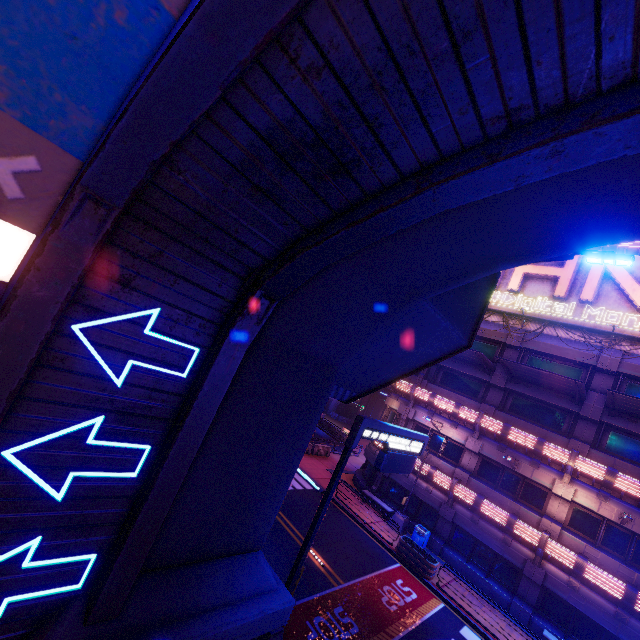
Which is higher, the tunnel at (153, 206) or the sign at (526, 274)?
the sign at (526, 274)

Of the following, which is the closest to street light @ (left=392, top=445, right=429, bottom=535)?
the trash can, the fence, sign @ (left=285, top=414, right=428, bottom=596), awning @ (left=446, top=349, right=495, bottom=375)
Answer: → the trash can

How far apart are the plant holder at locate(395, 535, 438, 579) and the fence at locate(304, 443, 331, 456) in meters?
11.5

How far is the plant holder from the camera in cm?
1714

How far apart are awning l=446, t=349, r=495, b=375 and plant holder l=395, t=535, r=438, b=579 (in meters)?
11.49

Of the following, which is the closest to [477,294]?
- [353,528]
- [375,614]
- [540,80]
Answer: [540,80]

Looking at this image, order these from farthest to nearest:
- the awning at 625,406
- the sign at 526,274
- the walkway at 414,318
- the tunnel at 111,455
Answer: the sign at 526,274 < the awning at 625,406 < the walkway at 414,318 < the tunnel at 111,455

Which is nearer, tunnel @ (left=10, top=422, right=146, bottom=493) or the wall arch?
tunnel @ (left=10, top=422, right=146, bottom=493)
